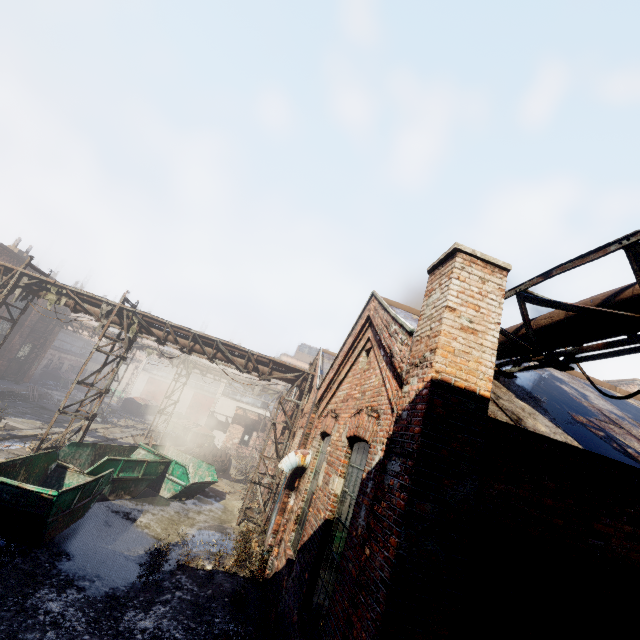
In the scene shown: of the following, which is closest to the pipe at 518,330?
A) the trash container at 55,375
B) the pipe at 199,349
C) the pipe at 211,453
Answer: the pipe at 199,349

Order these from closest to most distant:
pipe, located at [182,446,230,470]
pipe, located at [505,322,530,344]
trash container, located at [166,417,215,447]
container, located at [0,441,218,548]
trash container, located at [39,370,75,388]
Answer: pipe, located at [505,322,530,344], container, located at [0,441,218,548], pipe, located at [182,446,230,470], trash container, located at [166,417,215,447], trash container, located at [39,370,75,388]

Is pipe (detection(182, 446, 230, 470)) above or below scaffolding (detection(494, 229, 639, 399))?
below

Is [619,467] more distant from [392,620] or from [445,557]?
[392,620]

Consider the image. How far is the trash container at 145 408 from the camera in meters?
35.2

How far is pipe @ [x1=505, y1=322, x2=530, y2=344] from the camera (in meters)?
4.71

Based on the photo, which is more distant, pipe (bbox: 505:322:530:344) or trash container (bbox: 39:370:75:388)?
trash container (bbox: 39:370:75:388)

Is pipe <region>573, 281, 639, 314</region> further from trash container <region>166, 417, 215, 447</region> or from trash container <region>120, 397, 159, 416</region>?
trash container <region>120, 397, 159, 416</region>
